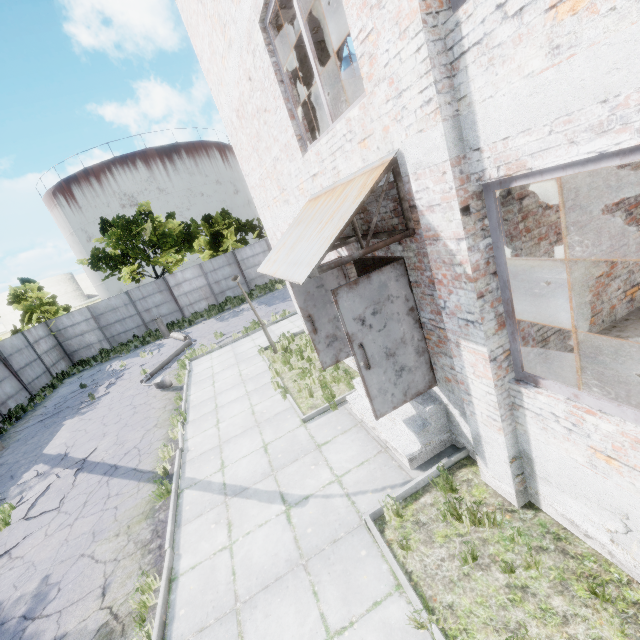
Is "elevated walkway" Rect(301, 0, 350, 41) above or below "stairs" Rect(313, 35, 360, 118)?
above

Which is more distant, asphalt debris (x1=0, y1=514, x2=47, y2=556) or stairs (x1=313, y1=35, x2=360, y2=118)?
stairs (x1=313, y1=35, x2=360, y2=118)

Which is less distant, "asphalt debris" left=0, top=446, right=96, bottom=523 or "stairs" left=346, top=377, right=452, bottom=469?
"stairs" left=346, top=377, right=452, bottom=469

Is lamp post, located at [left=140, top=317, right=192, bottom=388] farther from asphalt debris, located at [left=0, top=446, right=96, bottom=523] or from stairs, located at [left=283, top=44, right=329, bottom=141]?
stairs, located at [left=283, top=44, right=329, bottom=141]

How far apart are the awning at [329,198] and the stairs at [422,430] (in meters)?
2.80

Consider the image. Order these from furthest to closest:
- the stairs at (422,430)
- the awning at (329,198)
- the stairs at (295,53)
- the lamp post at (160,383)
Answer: the lamp post at (160,383) → the stairs at (295,53) → the stairs at (422,430) → the awning at (329,198)

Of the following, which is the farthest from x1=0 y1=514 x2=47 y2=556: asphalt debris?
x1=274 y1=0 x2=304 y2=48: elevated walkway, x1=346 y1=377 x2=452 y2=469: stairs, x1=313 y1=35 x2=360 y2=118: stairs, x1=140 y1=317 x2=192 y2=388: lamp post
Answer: x1=274 y1=0 x2=304 y2=48: elevated walkway

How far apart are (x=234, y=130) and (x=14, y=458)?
13.89m
